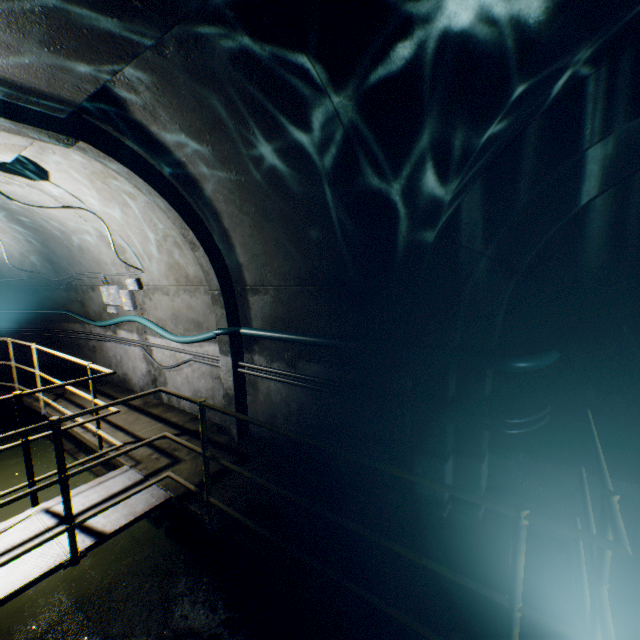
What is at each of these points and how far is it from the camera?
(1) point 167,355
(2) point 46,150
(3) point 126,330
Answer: (1) building tunnel, 5.9m
(2) building tunnel, 3.6m
(3) building tunnel, 6.6m

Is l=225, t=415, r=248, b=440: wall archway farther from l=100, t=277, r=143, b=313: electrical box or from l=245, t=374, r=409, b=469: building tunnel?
l=100, t=277, r=143, b=313: electrical box

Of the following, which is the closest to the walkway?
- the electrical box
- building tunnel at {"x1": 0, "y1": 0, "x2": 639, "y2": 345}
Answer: building tunnel at {"x1": 0, "y1": 0, "x2": 639, "y2": 345}

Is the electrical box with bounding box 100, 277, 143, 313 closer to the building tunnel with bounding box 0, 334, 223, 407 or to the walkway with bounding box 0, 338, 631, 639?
the building tunnel with bounding box 0, 334, 223, 407

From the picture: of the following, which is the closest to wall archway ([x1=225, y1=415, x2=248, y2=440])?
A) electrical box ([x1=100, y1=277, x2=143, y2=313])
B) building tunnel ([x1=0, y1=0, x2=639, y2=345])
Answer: building tunnel ([x1=0, y1=0, x2=639, y2=345])

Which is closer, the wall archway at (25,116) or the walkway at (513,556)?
the walkway at (513,556)

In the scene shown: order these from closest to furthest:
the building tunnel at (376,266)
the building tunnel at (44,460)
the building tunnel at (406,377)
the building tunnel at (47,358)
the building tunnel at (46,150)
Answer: the building tunnel at (376,266), the building tunnel at (406,377), the building tunnel at (46,150), the building tunnel at (44,460), the building tunnel at (47,358)
